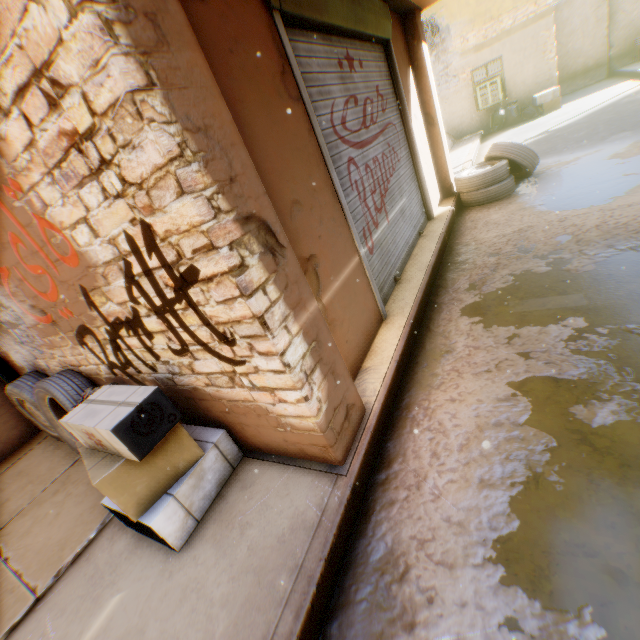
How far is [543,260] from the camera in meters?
3.6

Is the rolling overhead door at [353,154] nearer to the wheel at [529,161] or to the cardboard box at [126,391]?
the wheel at [529,161]

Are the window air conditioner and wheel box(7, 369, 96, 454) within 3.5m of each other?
no

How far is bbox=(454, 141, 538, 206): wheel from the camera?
5.9 meters

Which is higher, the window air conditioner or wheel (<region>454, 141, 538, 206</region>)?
the window air conditioner

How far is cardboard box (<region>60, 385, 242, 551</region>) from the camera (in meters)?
1.87

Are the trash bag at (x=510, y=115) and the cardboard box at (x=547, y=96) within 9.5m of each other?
yes

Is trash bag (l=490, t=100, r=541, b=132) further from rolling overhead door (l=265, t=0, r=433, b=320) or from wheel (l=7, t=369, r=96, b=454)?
wheel (l=7, t=369, r=96, b=454)
